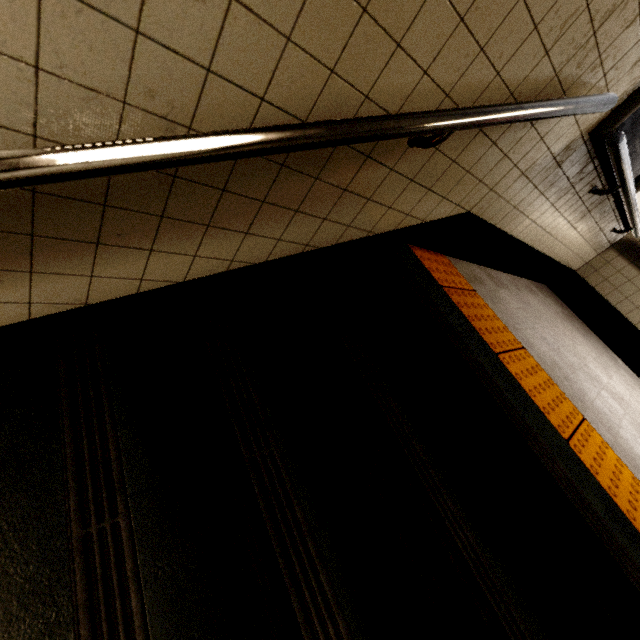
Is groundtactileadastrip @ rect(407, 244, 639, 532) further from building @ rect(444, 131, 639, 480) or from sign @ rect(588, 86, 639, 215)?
sign @ rect(588, 86, 639, 215)

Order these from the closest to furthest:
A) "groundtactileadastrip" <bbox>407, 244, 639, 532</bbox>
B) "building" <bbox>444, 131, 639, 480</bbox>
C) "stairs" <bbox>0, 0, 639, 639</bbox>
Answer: "stairs" <bbox>0, 0, 639, 639</bbox>, "groundtactileadastrip" <bbox>407, 244, 639, 532</bbox>, "building" <bbox>444, 131, 639, 480</bbox>

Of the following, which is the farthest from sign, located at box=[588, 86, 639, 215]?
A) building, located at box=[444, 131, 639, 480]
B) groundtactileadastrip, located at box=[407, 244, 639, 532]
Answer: groundtactileadastrip, located at box=[407, 244, 639, 532]

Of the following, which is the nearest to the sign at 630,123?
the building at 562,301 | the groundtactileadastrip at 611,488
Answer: the building at 562,301

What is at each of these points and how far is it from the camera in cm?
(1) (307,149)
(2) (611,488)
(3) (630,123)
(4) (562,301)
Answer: (1) stairs, 89
(2) groundtactileadastrip, 135
(3) sign, 175
(4) building, 423

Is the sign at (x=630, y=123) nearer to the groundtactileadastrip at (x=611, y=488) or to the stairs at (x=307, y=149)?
the stairs at (x=307, y=149)

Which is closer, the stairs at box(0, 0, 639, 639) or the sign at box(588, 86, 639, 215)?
the stairs at box(0, 0, 639, 639)
